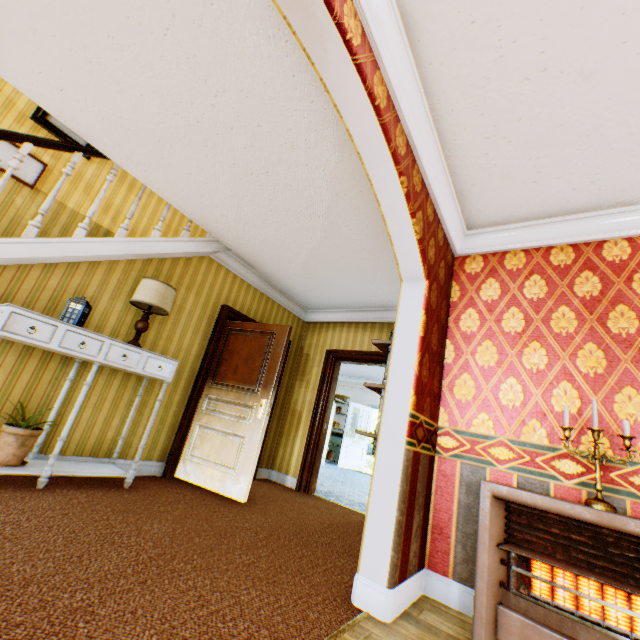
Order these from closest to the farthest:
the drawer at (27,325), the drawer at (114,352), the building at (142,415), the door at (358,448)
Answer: the drawer at (27,325)
the drawer at (114,352)
the building at (142,415)
the door at (358,448)

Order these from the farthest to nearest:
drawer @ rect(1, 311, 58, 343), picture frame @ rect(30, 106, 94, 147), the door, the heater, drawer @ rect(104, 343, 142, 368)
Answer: the door, picture frame @ rect(30, 106, 94, 147), drawer @ rect(104, 343, 142, 368), drawer @ rect(1, 311, 58, 343), the heater

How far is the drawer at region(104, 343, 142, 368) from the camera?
3.1 meters

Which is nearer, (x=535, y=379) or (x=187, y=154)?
(x=535, y=379)

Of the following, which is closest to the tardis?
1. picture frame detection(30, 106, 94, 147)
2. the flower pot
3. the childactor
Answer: the flower pot

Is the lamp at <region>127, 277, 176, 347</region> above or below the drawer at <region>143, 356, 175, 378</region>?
above

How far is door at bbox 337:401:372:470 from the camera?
10.6m

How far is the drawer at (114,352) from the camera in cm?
315
